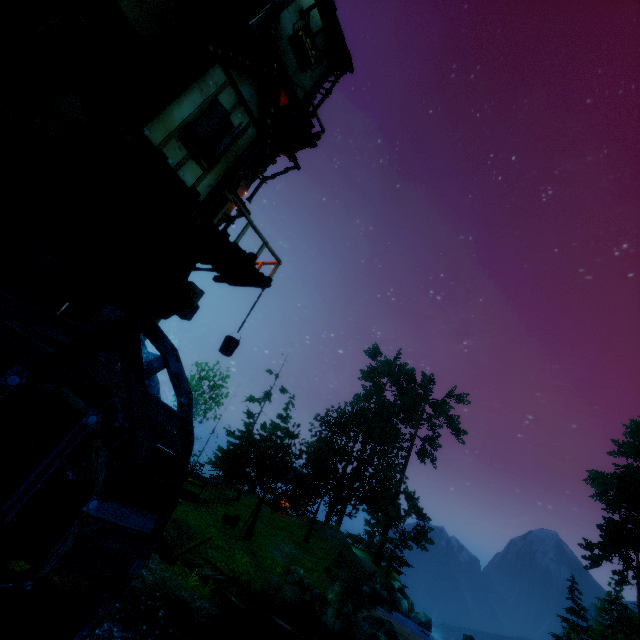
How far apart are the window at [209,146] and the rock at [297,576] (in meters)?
20.41

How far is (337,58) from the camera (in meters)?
11.48

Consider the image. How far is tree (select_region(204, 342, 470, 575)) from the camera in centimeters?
2242cm

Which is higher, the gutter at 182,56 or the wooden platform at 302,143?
the wooden platform at 302,143

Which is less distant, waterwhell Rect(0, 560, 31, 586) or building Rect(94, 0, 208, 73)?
waterwhell Rect(0, 560, 31, 586)

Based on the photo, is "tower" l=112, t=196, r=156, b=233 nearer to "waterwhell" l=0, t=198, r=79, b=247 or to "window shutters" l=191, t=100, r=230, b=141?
"waterwhell" l=0, t=198, r=79, b=247

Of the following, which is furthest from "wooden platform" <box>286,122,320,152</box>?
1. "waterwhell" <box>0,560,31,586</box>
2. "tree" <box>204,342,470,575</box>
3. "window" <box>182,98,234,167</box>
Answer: "tree" <box>204,342,470,575</box>

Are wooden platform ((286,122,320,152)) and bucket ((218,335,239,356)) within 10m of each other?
yes
